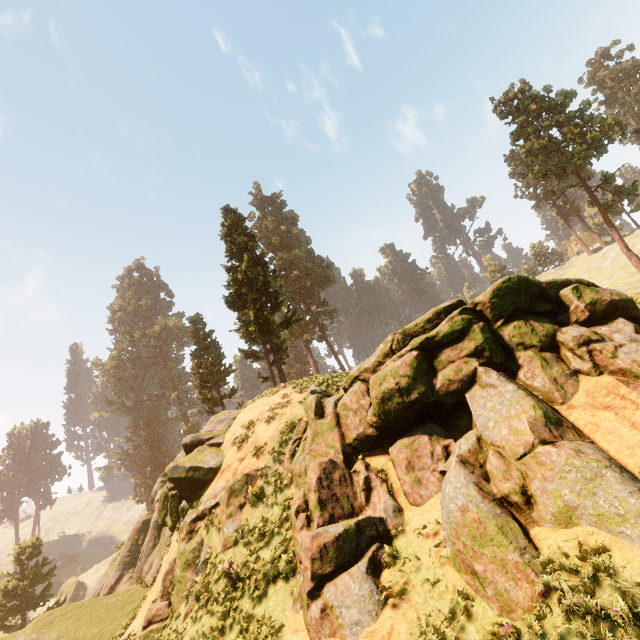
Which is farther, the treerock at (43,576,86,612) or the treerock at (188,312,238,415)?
the treerock at (188,312,238,415)

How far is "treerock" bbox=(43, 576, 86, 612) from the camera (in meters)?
33.77

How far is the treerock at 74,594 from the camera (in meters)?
33.77

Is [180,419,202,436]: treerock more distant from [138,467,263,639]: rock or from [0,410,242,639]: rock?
[138,467,263,639]: rock

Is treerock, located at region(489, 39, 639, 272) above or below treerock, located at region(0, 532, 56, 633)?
above

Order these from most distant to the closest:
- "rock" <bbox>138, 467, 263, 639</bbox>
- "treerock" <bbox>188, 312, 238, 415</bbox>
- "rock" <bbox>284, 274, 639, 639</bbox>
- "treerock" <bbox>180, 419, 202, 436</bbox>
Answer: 1. "treerock" <bbox>180, 419, 202, 436</bbox>
2. "treerock" <bbox>188, 312, 238, 415</bbox>
3. "rock" <bbox>138, 467, 263, 639</bbox>
4. "rock" <bbox>284, 274, 639, 639</bbox>

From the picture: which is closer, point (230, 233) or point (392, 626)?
point (392, 626)

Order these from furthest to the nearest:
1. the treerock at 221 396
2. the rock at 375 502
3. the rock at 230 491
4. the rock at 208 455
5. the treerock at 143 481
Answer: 1. the treerock at 143 481
2. the treerock at 221 396
3. the rock at 208 455
4. the rock at 230 491
5. the rock at 375 502
